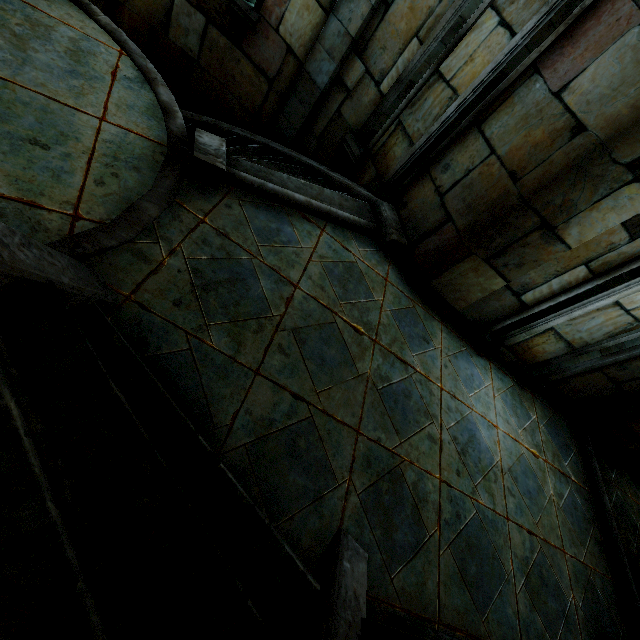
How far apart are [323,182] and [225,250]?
2.71m
